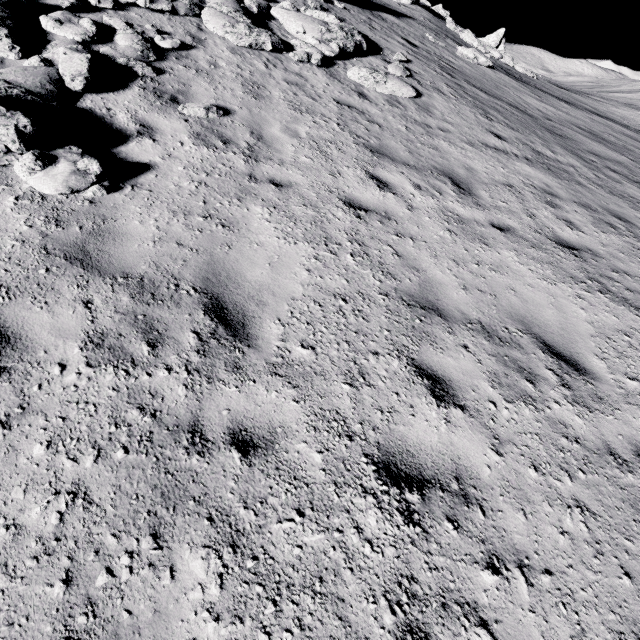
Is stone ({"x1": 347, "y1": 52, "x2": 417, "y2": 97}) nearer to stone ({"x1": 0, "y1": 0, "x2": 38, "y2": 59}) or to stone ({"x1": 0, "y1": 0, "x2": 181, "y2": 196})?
stone ({"x1": 0, "y1": 0, "x2": 181, "y2": 196})

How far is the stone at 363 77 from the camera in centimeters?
885cm

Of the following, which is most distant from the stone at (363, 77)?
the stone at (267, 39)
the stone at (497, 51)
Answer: the stone at (497, 51)

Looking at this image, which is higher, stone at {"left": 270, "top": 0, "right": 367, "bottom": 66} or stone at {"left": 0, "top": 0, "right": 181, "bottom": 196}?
stone at {"left": 270, "top": 0, "right": 367, "bottom": 66}

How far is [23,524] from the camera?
2.1 meters

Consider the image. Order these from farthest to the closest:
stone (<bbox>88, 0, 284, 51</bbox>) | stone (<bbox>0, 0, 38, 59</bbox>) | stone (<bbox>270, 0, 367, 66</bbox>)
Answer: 1. stone (<bbox>270, 0, 367, 66</bbox>)
2. stone (<bbox>88, 0, 284, 51</bbox>)
3. stone (<bbox>0, 0, 38, 59</bbox>)

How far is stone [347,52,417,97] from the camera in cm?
885

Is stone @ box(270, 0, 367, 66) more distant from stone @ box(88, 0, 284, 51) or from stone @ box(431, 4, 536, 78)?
stone @ box(431, 4, 536, 78)
